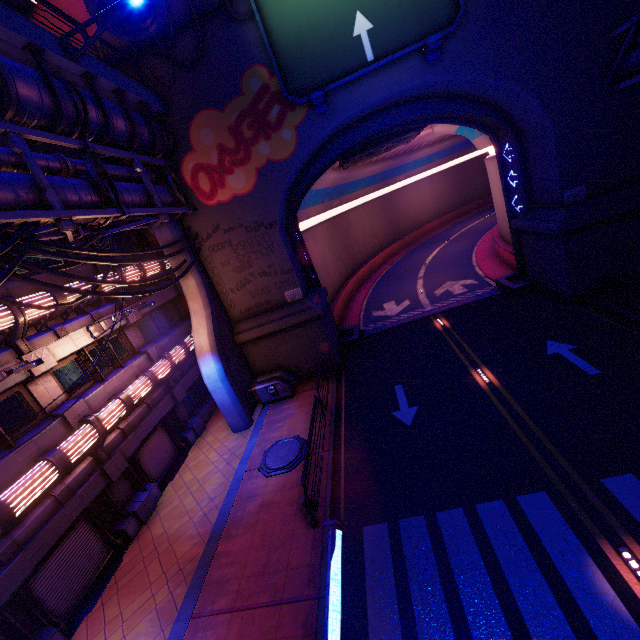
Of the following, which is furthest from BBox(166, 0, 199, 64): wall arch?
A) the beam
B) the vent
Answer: the vent

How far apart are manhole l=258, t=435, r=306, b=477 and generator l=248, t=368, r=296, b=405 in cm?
318

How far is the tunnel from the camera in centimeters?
1756cm

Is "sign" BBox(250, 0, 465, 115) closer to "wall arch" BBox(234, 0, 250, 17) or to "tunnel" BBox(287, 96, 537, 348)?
"wall arch" BBox(234, 0, 250, 17)

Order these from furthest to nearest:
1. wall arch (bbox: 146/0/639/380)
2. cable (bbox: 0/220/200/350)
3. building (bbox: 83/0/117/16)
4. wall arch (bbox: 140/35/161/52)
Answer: wall arch (bbox: 140/35/161/52)
wall arch (bbox: 146/0/639/380)
building (bbox: 83/0/117/16)
cable (bbox: 0/220/200/350)

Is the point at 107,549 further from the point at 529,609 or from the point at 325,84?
the point at 325,84

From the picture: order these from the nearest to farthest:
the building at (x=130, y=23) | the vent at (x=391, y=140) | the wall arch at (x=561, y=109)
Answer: the building at (x=130, y=23)
the wall arch at (x=561, y=109)
the vent at (x=391, y=140)

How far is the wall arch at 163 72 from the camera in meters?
14.3 m
